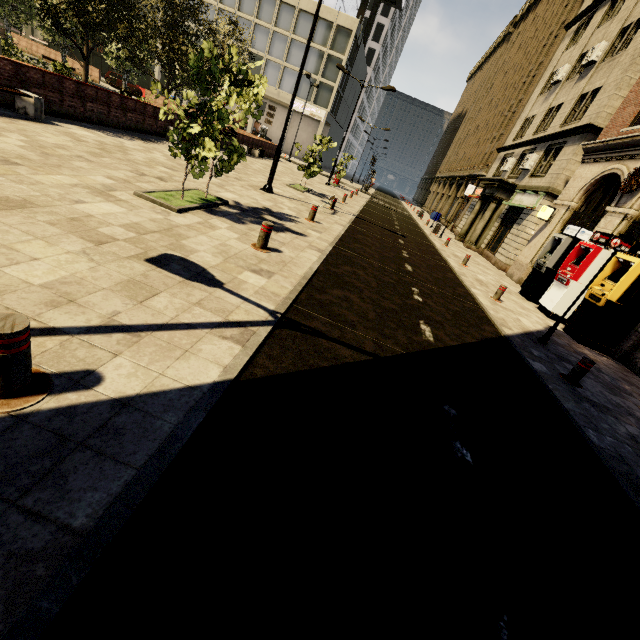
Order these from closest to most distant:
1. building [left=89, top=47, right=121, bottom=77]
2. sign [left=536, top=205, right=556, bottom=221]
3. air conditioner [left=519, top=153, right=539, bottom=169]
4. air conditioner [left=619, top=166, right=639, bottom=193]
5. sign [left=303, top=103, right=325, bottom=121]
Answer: air conditioner [left=619, top=166, right=639, bottom=193], sign [left=536, top=205, right=556, bottom=221], air conditioner [left=519, top=153, right=539, bottom=169], sign [left=303, top=103, right=325, bottom=121], building [left=89, top=47, right=121, bottom=77]

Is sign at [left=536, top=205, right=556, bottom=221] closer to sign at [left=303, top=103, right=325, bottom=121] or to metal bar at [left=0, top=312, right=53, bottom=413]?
metal bar at [left=0, top=312, right=53, bottom=413]

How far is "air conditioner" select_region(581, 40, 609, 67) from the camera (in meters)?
18.02

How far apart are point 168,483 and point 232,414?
0.8m

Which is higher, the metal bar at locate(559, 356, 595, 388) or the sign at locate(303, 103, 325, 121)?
the sign at locate(303, 103, 325, 121)

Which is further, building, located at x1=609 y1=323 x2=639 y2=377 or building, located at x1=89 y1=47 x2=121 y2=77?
building, located at x1=89 y1=47 x2=121 y2=77

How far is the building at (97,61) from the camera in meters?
46.5 m

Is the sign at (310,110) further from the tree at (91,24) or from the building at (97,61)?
the tree at (91,24)
